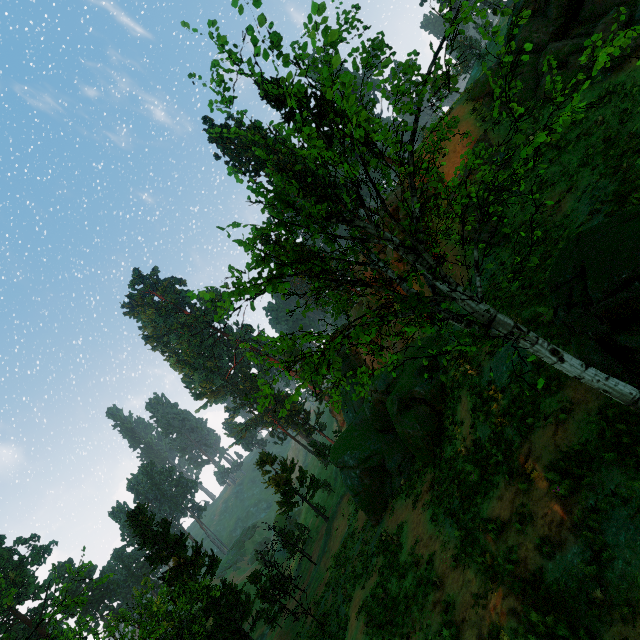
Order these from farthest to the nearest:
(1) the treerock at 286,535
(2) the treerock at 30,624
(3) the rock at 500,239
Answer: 1. (1) the treerock at 286,535
2. (3) the rock at 500,239
3. (2) the treerock at 30,624

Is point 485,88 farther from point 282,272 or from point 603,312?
point 282,272

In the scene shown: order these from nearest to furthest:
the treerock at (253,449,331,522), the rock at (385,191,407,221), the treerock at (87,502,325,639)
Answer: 1. the rock at (385,191,407,221)
2. the treerock at (87,502,325,639)
3. the treerock at (253,449,331,522)

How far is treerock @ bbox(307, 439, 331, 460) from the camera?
48.8m

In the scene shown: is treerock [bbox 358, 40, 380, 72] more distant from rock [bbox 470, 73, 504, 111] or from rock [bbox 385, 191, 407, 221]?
rock [bbox 470, 73, 504, 111]

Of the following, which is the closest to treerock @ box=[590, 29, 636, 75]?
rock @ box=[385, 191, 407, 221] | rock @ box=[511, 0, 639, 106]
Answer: rock @ box=[385, 191, 407, 221]

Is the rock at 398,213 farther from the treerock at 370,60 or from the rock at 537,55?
the rock at 537,55

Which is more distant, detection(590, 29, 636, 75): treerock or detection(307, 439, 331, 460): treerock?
detection(307, 439, 331, 460): treerock
